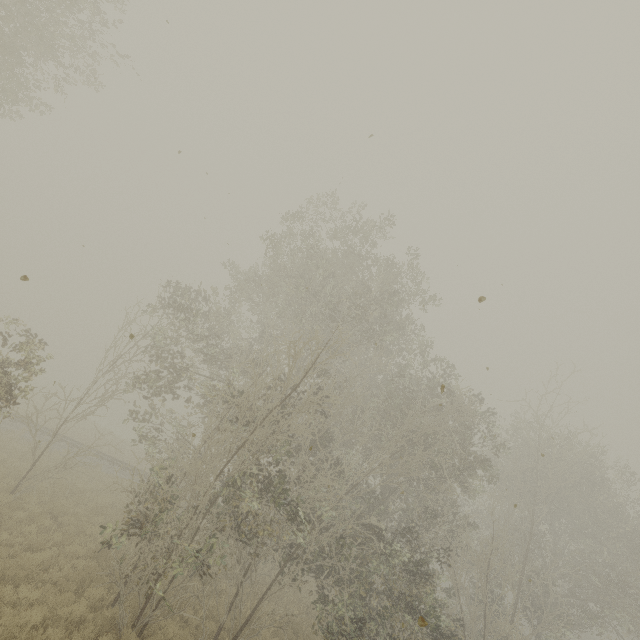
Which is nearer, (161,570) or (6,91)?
(161,570)
